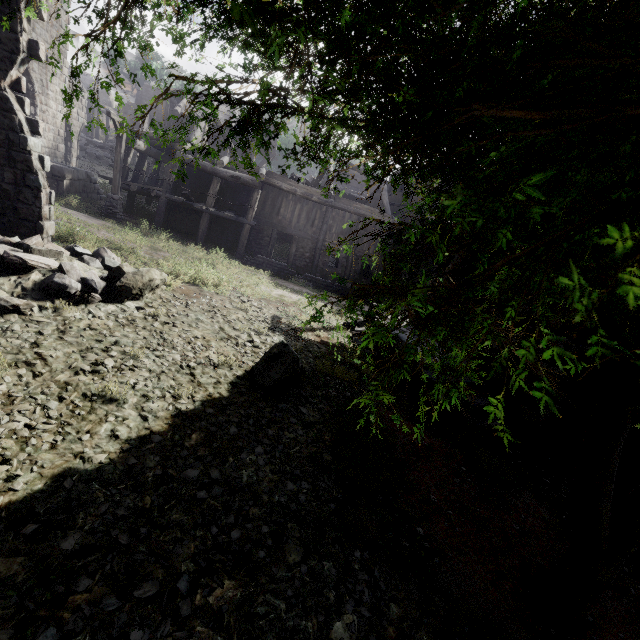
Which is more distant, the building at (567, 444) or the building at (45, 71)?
the building at (567, 444)

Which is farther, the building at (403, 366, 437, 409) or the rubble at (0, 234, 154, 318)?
the building at (403, 366, 437, 409)

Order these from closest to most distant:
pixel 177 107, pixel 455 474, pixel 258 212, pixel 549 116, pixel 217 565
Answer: pixel 549 116
pixel 217 565
pixel 455 474
pixel 258 212
pixel 177 107

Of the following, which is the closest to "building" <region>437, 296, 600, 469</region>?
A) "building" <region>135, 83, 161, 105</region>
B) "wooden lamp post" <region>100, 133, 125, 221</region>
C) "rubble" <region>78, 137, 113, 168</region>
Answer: "rubble" <region>78, 137, 113, 168</region>

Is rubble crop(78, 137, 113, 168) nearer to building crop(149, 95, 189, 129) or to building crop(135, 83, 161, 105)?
building crop(149, 95, 189, 129)

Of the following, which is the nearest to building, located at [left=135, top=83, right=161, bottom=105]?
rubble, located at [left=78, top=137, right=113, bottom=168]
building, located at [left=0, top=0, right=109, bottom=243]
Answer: building, located at [left=0, top=0, right=109, bottom=243]

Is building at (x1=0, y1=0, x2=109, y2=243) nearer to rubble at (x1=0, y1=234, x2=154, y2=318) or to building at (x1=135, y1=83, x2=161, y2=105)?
rubble at (x1=0, y1=234, x2=154, y2=318)

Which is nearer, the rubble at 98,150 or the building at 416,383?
the building at 416,383
